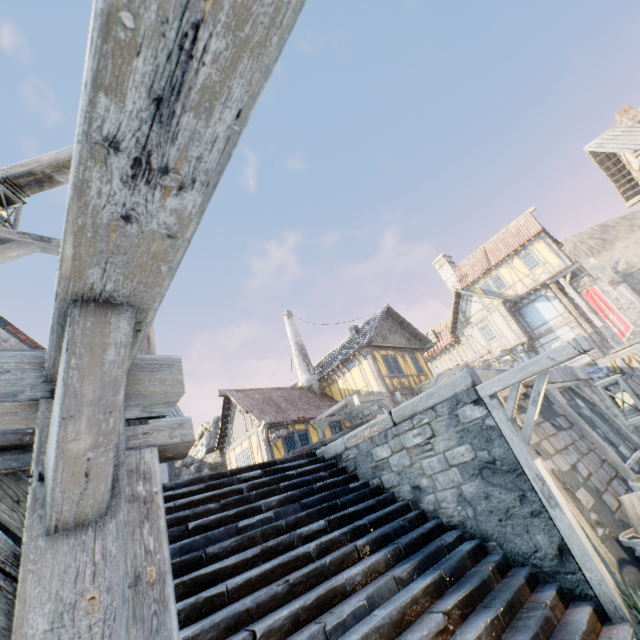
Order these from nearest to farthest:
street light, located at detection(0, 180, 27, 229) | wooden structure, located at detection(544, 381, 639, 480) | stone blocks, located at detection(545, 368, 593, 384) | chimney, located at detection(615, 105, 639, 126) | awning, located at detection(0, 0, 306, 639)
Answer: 1. awning, located at detection(0, 0, 306, 639)
2. street light, located at detection(0, 180, 27, 229)
3. wooden structure, located at detection(544, 381, 639, 480)
4. stone blocks, located at detection(545, 368, 593, 384)
5. chimney, located at detection(615, 105, 639, 126)

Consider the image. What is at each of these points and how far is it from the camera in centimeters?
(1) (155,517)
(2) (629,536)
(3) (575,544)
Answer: (1) wooden structure, 172cm
(2) barrel, 363cm
(3) street light, 383cm

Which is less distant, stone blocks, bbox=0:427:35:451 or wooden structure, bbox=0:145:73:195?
stone blocks, bbox=0:427:35:451

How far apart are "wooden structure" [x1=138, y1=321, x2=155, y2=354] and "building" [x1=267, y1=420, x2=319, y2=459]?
13.7m

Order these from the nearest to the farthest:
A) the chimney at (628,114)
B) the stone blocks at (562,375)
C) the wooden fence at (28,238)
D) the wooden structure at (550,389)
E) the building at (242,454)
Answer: the wooden fence at (28,238) → the wooden structure at (550,389) → the stone blocks at (562,375) → the chimney at (628,114) → the building at (242,454)

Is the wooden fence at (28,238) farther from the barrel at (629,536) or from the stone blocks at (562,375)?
the barrel at (629,536)

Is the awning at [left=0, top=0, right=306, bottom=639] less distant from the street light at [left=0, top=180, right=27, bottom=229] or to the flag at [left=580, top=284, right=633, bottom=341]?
the street light at [left=0, top=180, right=27, bottom=229]

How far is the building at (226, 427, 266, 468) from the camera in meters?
15.4 m
